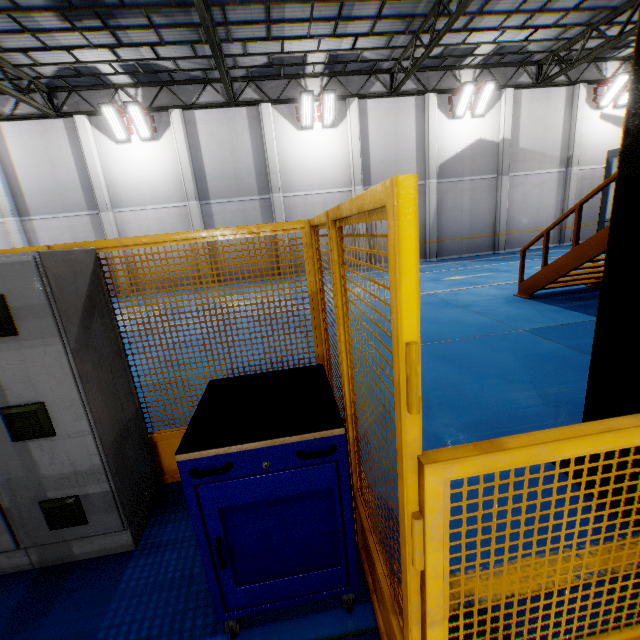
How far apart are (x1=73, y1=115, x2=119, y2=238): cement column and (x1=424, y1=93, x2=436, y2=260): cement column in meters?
15.3

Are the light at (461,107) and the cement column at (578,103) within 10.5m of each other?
yes

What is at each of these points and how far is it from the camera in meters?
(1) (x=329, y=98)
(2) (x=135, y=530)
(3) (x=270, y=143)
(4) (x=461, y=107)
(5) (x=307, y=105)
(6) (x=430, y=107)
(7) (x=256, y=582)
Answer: (1) light, 14.2
(2) cabinet, 2.4
(3) cement column, 15.0
(4) light, 15.5
(5) light, 14.3
(6) cement column, 15.5
(7) toolbox, 1.7

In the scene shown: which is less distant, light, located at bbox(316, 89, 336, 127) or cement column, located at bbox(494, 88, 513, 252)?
light, located at bbox(316, 89, 336, 127)

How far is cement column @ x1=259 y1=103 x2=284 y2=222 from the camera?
14.72m

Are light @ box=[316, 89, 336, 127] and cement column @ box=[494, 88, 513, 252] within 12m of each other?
yes

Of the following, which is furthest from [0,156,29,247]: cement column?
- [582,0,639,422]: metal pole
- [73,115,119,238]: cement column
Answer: [582,0,639,422]: metal pole

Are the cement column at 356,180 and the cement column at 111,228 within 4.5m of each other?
no
